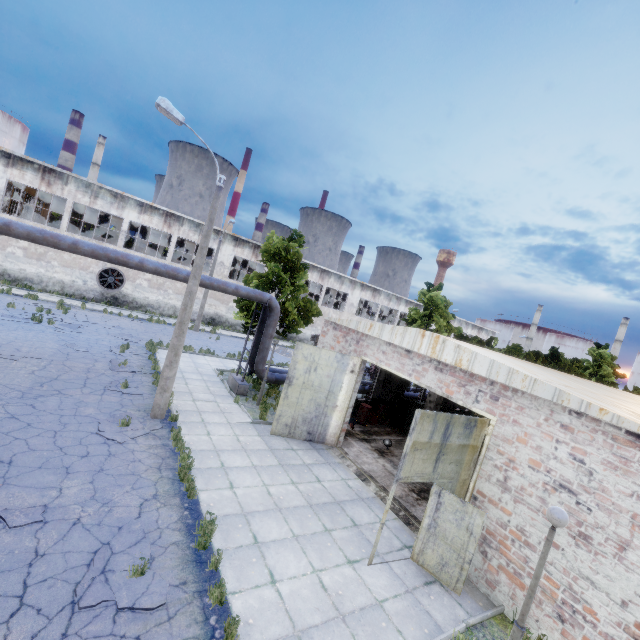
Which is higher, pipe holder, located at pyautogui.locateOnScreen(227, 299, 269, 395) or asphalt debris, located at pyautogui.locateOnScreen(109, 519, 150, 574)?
pipe holder, located at pyautogui.locateOnScreen(227, 299, 269, 395)

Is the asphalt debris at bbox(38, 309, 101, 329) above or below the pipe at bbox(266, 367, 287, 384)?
below

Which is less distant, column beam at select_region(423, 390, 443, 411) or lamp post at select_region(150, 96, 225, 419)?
lamp post at select_region(150, 96, 225, 419)

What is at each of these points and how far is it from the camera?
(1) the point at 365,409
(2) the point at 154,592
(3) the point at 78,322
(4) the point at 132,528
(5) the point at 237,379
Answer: (1) barrel, 16.84m
(2) asphalt debris, 5.50m
(3) asphalt debris, 20.77m
(4) asphalt debris, 6.66m
(5) pipe holder, 16.78m

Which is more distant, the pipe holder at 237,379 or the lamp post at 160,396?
the pipe holder at 237,379

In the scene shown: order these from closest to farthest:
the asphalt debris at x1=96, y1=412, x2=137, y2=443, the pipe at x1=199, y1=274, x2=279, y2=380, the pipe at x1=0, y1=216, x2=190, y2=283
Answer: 1. the asphalt debris at x1=96, y1=412, x2=137, y2=443
2. the pipe at x1=0, y1=216, x2=190, y2=283
3. the pipe at x1=199, y1=274, x2=279, y2=380

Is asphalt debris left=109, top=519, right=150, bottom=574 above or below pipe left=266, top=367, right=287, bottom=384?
below

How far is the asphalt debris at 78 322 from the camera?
19.5 meters
